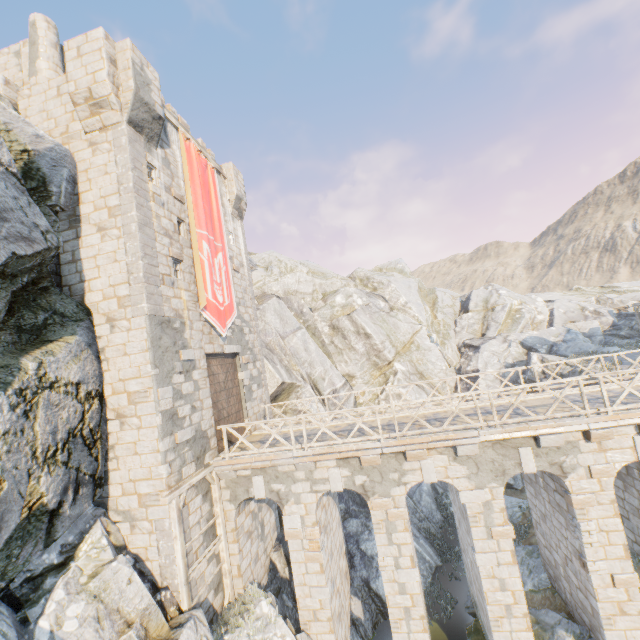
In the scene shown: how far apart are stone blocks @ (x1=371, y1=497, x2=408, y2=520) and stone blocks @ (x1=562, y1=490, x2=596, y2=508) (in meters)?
4.74

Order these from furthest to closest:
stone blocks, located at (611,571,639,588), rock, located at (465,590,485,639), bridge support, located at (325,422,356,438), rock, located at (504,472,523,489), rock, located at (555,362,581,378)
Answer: rock, located at (504,472,523,489)
rock, located at (555,362,581,378)
bridge support, located at (325,422,356,438)
rock, located at (465,590,485,639)
stone blocks, located at (611,571,639,588)

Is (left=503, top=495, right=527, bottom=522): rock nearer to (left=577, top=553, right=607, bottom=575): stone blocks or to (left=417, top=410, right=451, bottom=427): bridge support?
(left=417, top=410, right=451, bottom=427): bridge support

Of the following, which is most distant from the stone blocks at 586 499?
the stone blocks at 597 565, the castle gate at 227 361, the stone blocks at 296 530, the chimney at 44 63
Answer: the chimney at 44 63

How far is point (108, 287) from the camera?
10.2m

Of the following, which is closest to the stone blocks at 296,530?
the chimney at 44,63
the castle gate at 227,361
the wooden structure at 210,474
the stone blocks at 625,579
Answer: the wooden structure at 210,474

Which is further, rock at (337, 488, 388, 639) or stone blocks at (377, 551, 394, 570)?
rock at (337, 488, 388, 639)

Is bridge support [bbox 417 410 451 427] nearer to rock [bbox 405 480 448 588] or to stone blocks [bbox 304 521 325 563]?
rock [bbox 405 480 448 588]
